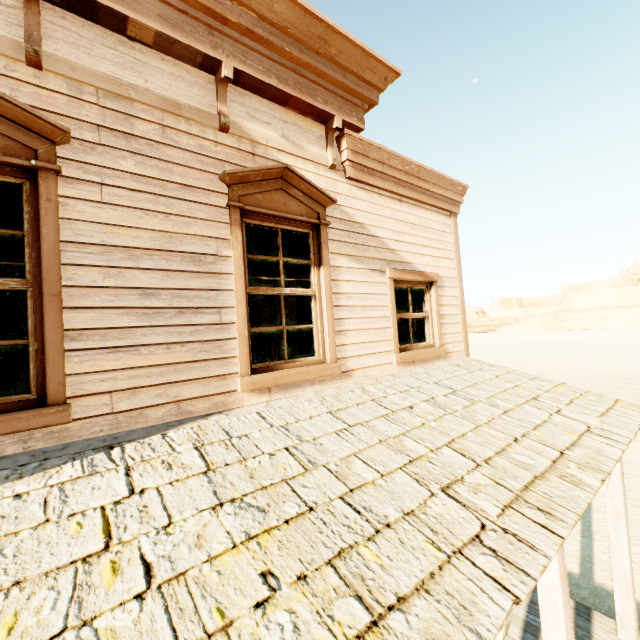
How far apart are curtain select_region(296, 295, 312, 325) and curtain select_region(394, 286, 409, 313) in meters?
1.3 m

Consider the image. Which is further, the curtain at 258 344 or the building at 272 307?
the building at 272 307

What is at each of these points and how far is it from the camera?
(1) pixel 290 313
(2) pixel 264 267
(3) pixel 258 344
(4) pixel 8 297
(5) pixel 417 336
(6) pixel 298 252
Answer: (1) building, 9.95m
(2) curtain, 3.67m
(3) curtain, 3.52m
(4) curtain, 2.30m
(5) building, 6.37m
(6) curtain, 3.94m

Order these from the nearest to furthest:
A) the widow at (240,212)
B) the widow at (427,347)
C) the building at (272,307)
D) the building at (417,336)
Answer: the widow at (240,212) < the widow at (427,347) < the building at (417,336) < the building at (272,307)

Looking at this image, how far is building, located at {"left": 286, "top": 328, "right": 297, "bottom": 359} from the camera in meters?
9.7 m

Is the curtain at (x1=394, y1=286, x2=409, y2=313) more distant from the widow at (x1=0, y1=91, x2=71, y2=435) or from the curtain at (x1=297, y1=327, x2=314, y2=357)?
the widow at (x1=0, y1=91, x2=71, y2=435)

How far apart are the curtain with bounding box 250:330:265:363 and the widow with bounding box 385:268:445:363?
1.2m

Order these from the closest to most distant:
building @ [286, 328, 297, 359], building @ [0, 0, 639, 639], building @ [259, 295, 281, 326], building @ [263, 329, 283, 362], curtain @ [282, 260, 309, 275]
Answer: building @ [0, 0, 639, 639]
curtain @ [282, 260, 309, 275]
building @ [263, 329, 283, 362]
building @ [286, 328, 297, 359]
building @ [259, 295, 281, 326]
